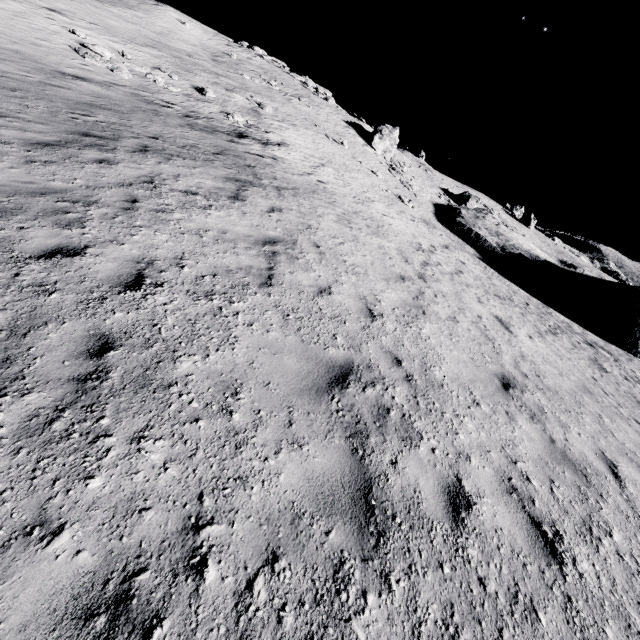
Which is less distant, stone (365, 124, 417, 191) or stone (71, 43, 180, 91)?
stone (71, 43, 180, 91)

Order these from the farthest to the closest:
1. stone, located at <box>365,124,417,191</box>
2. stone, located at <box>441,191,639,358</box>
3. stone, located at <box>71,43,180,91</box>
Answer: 1. stone, located at <box>365,124,417,191</box>
2. stone, located at <box>441,191,639,358</box>
3. stone, located at <box>71,43,180,91</box>

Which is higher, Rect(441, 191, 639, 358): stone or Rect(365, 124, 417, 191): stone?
Rect(365, 124, 417, 191): stone

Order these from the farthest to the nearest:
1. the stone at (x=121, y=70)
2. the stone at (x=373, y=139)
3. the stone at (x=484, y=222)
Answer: the stone at (x=373, y=139), the stone at (x=484, y=222), the stone at (x=121, y=70)

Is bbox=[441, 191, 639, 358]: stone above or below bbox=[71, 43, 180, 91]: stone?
below

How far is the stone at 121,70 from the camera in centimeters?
1582cm

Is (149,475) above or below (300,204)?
below
